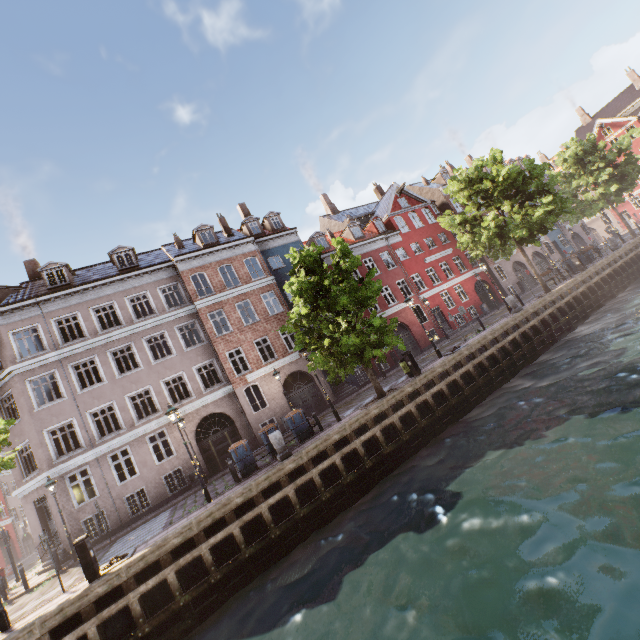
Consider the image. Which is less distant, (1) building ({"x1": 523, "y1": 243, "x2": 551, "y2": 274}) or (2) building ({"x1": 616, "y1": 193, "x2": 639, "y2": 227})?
(1) building ({"x1": 523, "y1": 243, "x2": 551, "y2": 274})

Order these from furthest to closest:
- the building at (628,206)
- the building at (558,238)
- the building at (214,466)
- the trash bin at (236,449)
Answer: the building at (628,206)
the building at (558,238)
the building at (214,466)
the trash bin at (236,449)

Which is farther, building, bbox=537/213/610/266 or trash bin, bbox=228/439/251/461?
building, bbox=537/213/610/266

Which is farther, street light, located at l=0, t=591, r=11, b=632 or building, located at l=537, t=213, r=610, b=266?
building, located at l=537, t=213, r=610, b=266

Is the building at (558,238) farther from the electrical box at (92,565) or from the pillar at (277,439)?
the electrical box at (92,565)

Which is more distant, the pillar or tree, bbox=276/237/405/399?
tree, bbox=276/237/405/399

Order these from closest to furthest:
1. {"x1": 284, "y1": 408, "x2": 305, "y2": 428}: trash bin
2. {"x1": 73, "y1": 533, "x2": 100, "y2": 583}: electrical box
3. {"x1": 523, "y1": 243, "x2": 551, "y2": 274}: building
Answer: {"x1": 73, "y1": 533, "x2": 100, "y2": 583}: electrical box → {"x1": 284, "y1": 408, "x2": 305, "y2": 428}: trash bin → {"x1": 523, "y1": 243, "x2": 551, "y2": 274}: building

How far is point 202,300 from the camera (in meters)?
21.73
